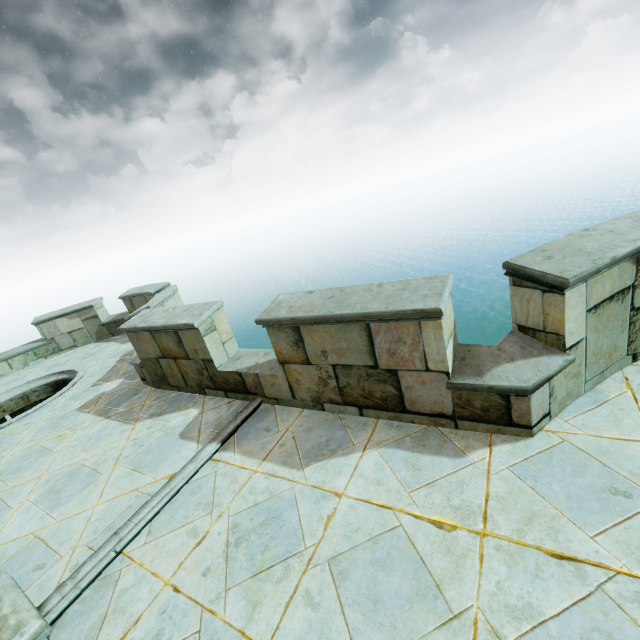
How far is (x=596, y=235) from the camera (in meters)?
3.41
